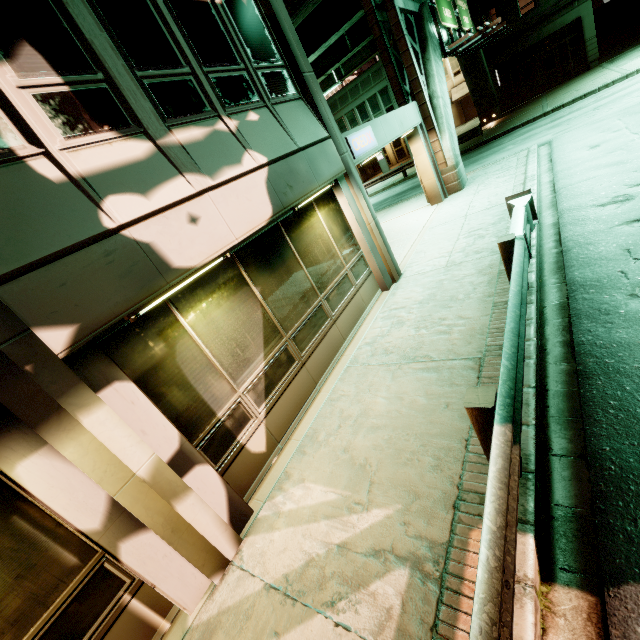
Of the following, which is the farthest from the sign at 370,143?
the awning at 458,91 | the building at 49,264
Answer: the awning at 458,91

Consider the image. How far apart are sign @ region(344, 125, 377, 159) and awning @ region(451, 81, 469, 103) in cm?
3625

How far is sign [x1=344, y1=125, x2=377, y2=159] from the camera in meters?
7.6 m

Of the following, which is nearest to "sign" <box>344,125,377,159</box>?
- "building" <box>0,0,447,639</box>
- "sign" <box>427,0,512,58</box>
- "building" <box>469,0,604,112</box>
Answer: "building" <box>0,0,447,639</box>

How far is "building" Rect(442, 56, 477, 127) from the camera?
35.6 meters

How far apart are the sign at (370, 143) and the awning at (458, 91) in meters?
36.3

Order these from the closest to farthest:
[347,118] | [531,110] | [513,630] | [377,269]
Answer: [513,630] → [377,269] → [531,110] → [347,118]

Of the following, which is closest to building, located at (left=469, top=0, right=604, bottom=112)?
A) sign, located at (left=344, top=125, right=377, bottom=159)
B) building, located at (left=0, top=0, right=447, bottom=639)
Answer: building, located at (left=0, top=0, right=447, bottom=639)
